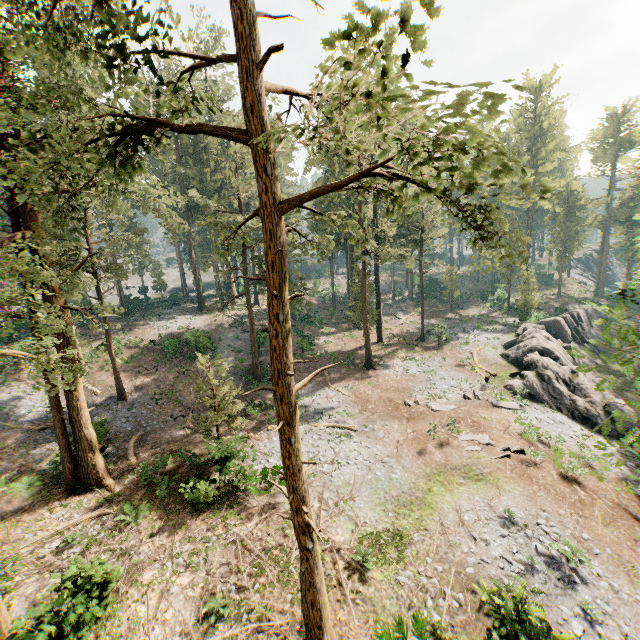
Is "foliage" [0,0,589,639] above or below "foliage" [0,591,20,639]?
above

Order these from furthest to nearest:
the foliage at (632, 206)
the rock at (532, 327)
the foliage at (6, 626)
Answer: the foliage at (632, 206) < the rock at (532, 327) < the foliage at (6, 626)

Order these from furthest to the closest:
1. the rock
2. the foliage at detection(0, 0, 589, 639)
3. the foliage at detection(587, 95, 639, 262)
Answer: the foliage at detection(587, 95, 639, 262), the rock, the foliage at detection(0, 0, 589, 639)

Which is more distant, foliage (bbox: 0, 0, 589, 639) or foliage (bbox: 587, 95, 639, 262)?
foliage (bbox: 587, 95, 639, 262)

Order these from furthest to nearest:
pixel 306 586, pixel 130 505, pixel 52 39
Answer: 1. pixel 130 505
2. pixel 306 586
3. pixel 52 39

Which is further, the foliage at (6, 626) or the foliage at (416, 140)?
the foliage at (6, 626)

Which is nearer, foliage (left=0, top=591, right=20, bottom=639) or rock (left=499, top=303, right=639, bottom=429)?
foliage (left=0, top=591, right=20, bottom=639)
